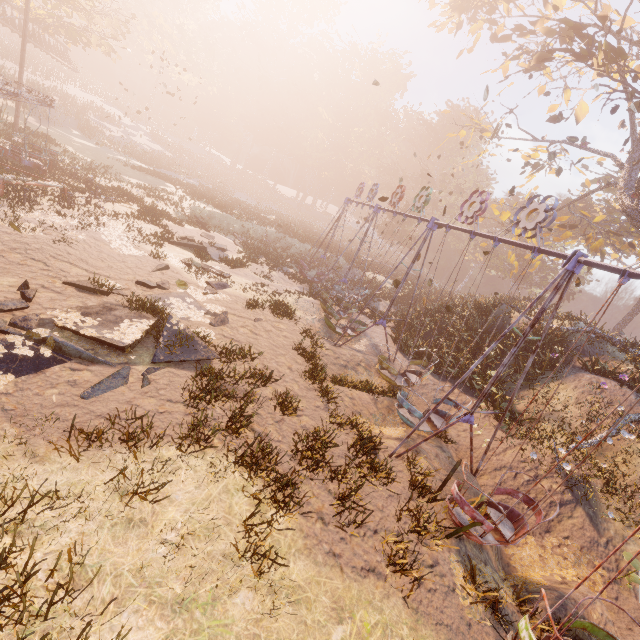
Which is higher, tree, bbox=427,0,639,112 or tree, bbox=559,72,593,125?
tree, bbox=427,0,639,112

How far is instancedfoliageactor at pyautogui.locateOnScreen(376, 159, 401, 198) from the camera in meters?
54.7

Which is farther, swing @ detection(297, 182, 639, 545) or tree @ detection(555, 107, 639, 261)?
tree @ detection(555, 107, 639, 261)

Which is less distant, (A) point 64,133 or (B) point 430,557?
(B) point 430,557

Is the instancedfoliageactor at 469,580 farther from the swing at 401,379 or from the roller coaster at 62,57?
the roller coaster at 62,57

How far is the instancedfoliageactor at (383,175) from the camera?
54.7m

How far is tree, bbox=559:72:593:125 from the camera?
15.56m

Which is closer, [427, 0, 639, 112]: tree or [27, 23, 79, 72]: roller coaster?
[427, 0, 639, 112]: tree
